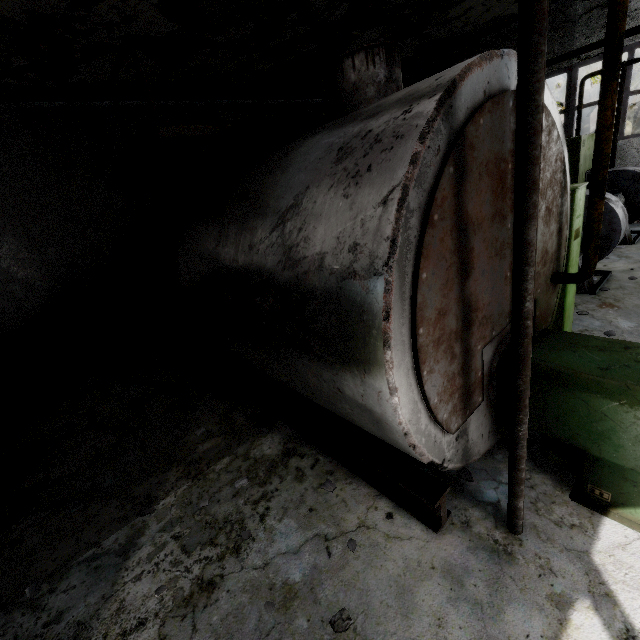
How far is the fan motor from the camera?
6.6m

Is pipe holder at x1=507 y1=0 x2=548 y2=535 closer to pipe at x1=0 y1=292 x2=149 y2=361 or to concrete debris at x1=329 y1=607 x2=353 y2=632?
concrete debris at x1=329 y1=607 x2=353 y2=632

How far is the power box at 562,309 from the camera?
4.5 meters

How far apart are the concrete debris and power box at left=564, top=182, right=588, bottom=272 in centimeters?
446cm

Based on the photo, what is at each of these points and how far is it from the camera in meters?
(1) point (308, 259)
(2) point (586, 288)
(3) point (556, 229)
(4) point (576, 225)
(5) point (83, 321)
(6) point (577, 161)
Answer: (1) boiler tank, 2.4 m
(2) fan motor, 6.6 m
(3) boiler tank, 3.6 m
(4) power box, 4.2 m
(5) pipe, 9.2 m
(6) boiler box, 8.8 m

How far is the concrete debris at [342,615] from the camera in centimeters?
242cm

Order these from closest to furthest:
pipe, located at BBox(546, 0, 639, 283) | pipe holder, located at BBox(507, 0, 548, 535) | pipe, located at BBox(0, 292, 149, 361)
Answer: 1. pipe holder, located at BBox(507, 0, 548, 535)
2. pipe, located at BBox(546, 0, 639, 283)
3. pipe, located at BBox(0, 292, 149, 361)

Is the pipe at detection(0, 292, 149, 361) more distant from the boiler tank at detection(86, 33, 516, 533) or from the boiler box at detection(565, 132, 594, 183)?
the boiler box at detection(565, 132, 594, 183)
